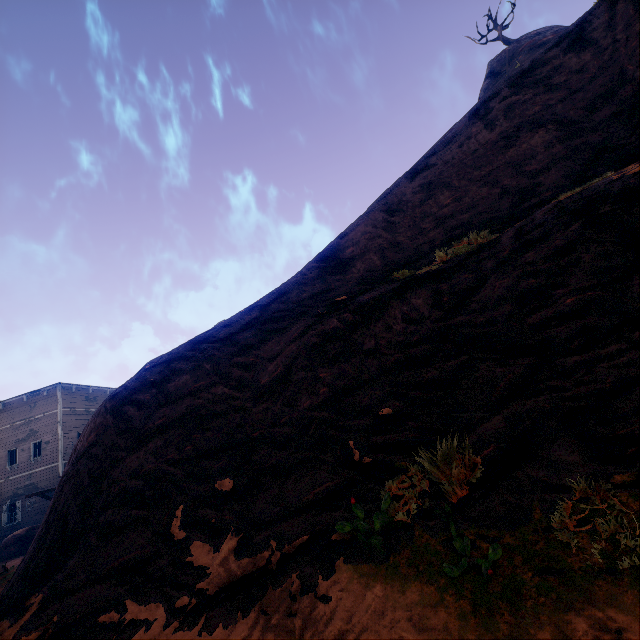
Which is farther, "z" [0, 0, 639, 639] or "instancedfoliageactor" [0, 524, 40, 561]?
"instancedfoliageactor" [0, 524, 40, 561]

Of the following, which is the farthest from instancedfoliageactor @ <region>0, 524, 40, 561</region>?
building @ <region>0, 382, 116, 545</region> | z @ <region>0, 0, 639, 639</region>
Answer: building @ <region>0, 382, 116, 545</region>

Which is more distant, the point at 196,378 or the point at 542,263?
the point at 196,378

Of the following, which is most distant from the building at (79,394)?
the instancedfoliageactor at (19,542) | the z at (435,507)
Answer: the instancedfoliageactor at (19,542)

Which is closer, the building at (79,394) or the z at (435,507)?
the z at (435,507)

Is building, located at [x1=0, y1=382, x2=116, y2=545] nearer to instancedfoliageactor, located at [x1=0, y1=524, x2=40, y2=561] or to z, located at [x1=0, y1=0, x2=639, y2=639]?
z, located at [x1=0, y1=0, x2=639, y2=639]

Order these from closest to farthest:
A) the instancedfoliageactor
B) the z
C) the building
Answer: the z, the instancedfoliageactor, the building
